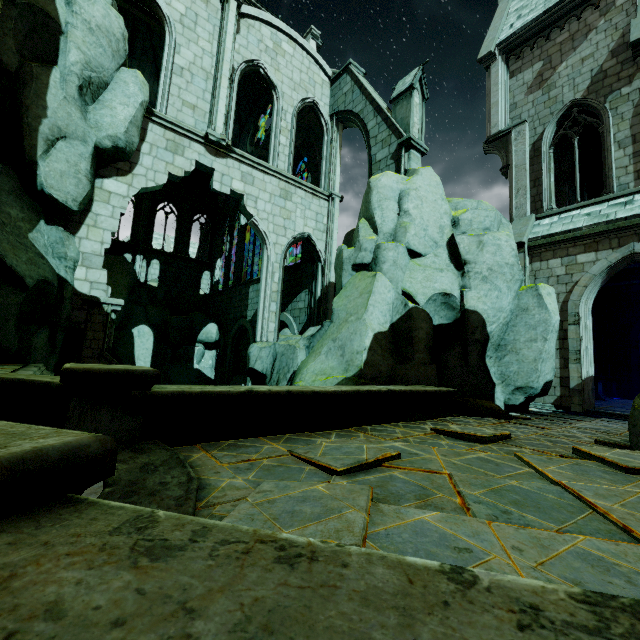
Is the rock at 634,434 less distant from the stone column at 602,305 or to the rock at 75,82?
the stone column at 602,305

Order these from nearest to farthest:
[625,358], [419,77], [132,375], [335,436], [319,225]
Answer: [132,375], [335,436], [419,77], [319,225], [625,358]

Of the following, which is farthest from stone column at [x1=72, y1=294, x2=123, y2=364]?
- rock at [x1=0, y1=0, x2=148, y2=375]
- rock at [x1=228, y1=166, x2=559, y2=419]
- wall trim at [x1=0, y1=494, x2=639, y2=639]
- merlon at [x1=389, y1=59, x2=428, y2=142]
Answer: merlon at [x1=389, y1=59, x2=428, y2=142]

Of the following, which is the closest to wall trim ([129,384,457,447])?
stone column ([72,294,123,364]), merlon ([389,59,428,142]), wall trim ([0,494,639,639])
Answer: wall trim ([0,494,639,639])

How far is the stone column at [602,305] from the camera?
18.28m

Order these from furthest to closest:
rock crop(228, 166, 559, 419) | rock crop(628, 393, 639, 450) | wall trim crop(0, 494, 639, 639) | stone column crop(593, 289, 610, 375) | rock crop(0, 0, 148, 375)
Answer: stone column crop(593, 289, 610, 375)
rock crop(228, 166, 559, 419)
rock crop(0, 0, 148, 375)
rock crop(628, 393, 639, 450)
wall trim crop(0, 494, 639, 639)

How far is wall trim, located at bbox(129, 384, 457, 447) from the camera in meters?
4.1

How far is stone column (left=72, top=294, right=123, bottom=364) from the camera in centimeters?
925cm
